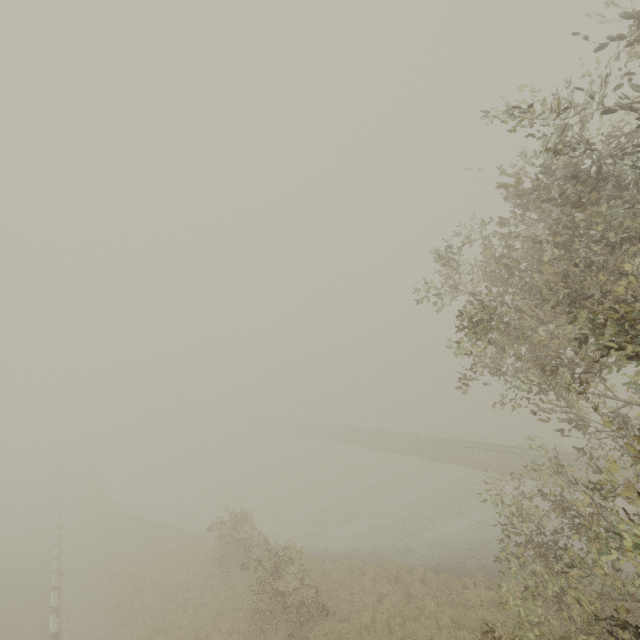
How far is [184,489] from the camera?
33.9m
